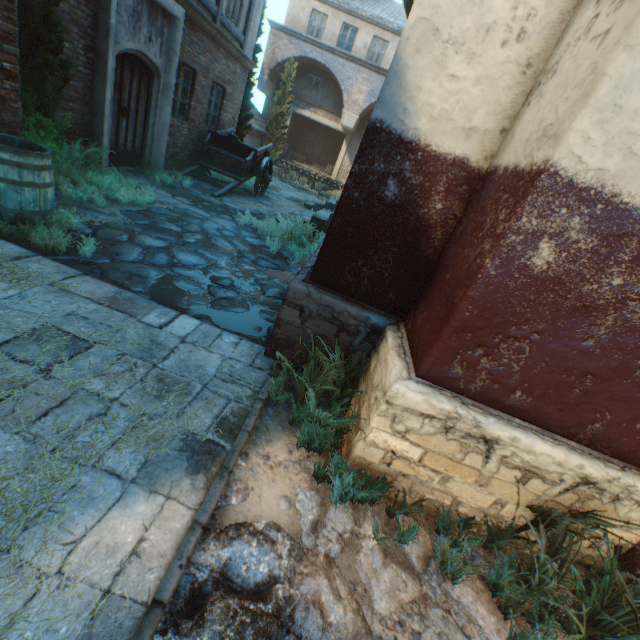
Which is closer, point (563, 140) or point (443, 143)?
point (563, 140)

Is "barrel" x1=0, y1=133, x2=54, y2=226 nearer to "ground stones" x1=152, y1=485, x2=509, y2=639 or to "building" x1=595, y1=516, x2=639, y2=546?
"building" x1=595, y1=516, x2=639, y2=546

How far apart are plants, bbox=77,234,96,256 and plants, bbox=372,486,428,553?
4.25m

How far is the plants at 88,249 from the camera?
3.8 meters

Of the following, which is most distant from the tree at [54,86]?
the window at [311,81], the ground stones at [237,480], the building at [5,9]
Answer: → the window at [311,81]

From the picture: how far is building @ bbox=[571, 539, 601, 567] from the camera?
2.42m

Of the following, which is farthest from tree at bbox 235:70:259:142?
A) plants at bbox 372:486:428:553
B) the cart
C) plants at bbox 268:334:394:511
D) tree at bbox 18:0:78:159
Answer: plants at bbox 372:486:428:553

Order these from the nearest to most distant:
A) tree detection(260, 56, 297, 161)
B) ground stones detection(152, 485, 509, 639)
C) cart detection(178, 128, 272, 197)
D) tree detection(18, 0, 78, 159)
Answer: ground stones detection(152, 485, 509, 639), tree detection(18, 0, 78, 159), cart detection(178, 128, 272, 197), tree detection(260, 56, 297, 161)
